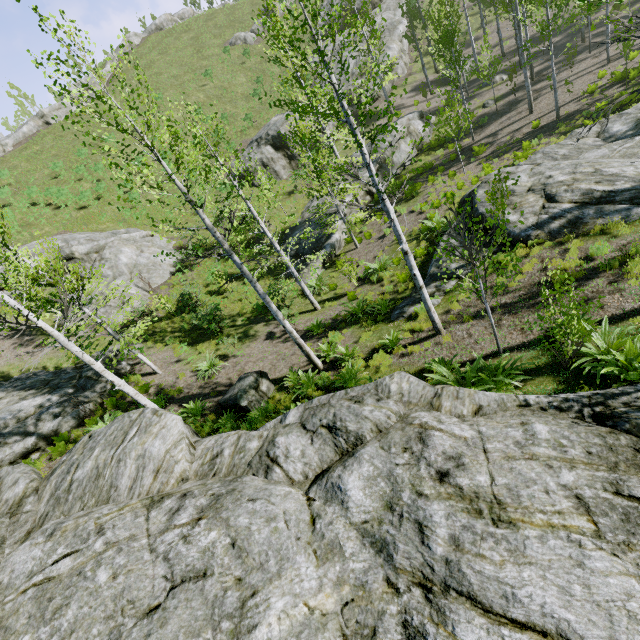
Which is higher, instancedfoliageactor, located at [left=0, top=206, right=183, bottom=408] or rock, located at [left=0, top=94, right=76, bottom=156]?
rock, located at [left=0, top=94, right=76, bottom=156]

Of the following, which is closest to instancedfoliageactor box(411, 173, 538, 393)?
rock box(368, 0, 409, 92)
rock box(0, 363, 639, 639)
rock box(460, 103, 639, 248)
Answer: rock box(0, 363, 639, 639)

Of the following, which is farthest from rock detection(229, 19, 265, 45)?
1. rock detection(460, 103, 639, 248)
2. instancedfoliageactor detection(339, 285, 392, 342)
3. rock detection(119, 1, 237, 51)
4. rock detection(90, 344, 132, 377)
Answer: instancedfoliageactor detection(339, 285, 392, 342)

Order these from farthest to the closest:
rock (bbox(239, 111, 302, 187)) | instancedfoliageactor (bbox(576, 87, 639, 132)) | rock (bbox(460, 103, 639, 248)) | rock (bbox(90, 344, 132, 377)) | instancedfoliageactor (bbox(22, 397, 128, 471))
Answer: rock (bbox(239, 111, 302, 187)) → rock (bbox(90, 344, 132, 377)) → instancedfoliageactor (bbox(22, 397, 128, 471)) → rock (bbox(460, 103, 639, 248)) → instancedfoliageactor (bbox(576, 87, 639, 132))

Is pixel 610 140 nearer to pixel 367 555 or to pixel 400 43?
pixel 367 555

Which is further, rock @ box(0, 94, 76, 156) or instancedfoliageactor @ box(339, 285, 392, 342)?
rock @ box(0, 94, 76, 156)

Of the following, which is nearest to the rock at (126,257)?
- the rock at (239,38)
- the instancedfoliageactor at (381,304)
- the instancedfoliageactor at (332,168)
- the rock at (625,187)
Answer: the instancedfoliageactor at (332,168)

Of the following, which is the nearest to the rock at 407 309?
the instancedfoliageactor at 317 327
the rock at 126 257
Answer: the instancedfoliageactor at 317 327
